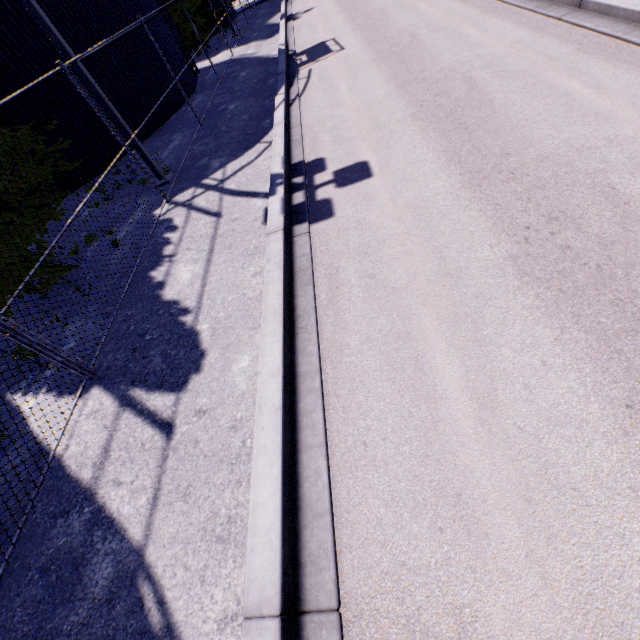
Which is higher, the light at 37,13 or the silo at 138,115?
the light at 37,13

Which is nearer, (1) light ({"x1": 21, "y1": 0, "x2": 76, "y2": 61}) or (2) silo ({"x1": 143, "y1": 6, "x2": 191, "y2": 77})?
(1) light ({"x1": 21, "y1": 0, "x2": 76, "y2": 61})

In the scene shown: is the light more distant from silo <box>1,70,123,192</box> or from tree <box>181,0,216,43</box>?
silo <box>1,70,123,192</box>

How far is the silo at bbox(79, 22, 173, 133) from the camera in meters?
11.8 m

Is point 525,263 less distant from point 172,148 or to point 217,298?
point 217,298

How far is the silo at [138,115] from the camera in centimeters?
1177cm

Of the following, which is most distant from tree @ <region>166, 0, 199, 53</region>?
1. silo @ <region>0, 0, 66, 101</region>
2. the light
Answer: the light

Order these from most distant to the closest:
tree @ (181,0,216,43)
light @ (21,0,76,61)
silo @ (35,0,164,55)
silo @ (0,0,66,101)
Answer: tree @ (181,0,216,43) < silo @ (35,0,164,55) < silo @ (0,0,66,101) < light @ (21,0,76,61)
